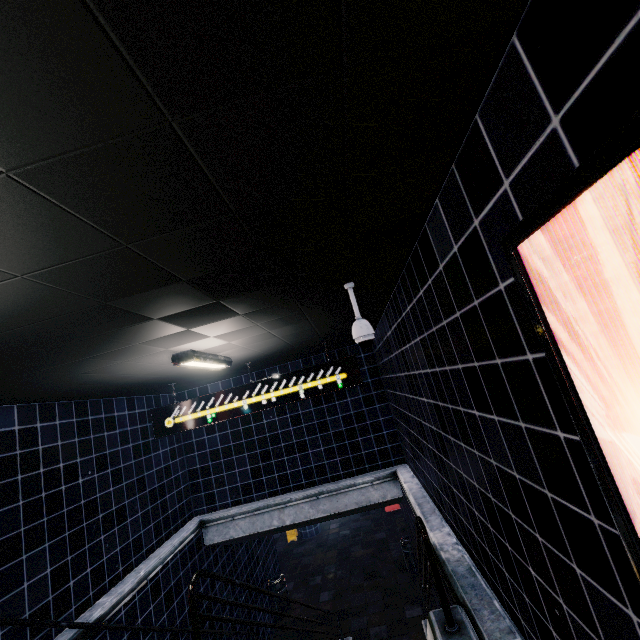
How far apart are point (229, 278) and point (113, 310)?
0.8 meters
